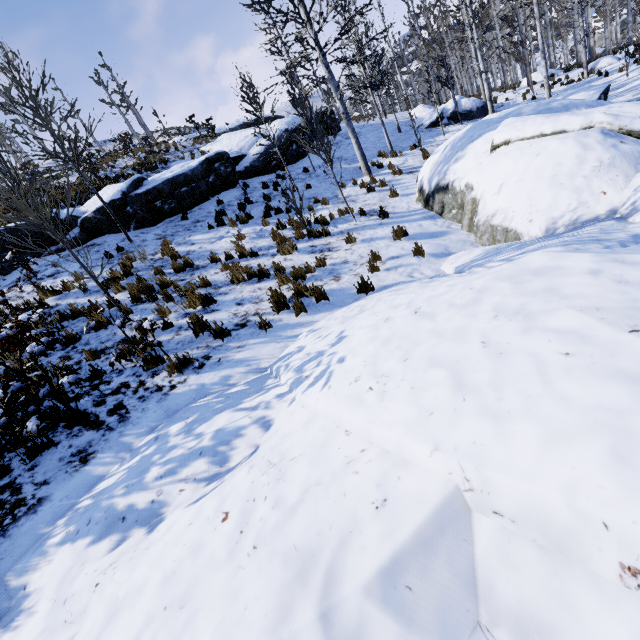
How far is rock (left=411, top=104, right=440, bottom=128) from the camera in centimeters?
2061cm

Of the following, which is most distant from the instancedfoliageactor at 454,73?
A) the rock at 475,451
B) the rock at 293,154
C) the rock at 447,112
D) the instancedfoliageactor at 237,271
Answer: the instancedfoliageactor at 237,271

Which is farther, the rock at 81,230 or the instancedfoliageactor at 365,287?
the rock at 81,230

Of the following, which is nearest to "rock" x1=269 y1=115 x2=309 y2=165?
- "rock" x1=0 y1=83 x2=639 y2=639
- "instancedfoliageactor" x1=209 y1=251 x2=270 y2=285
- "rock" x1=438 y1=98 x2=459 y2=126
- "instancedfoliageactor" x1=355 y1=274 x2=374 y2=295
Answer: "rock" x1=438 y1=98 x2=459 y2=126

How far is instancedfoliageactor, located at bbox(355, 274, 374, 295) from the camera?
6.0m

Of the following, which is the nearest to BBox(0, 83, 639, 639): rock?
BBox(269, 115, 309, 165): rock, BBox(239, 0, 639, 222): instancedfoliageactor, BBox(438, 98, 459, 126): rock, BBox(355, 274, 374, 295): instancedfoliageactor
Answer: BBox(355, 274, 374, 295): instancedfoliageactor

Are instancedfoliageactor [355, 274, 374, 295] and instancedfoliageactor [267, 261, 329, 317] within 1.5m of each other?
yes

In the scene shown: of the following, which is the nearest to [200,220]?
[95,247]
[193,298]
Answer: [95,247]
